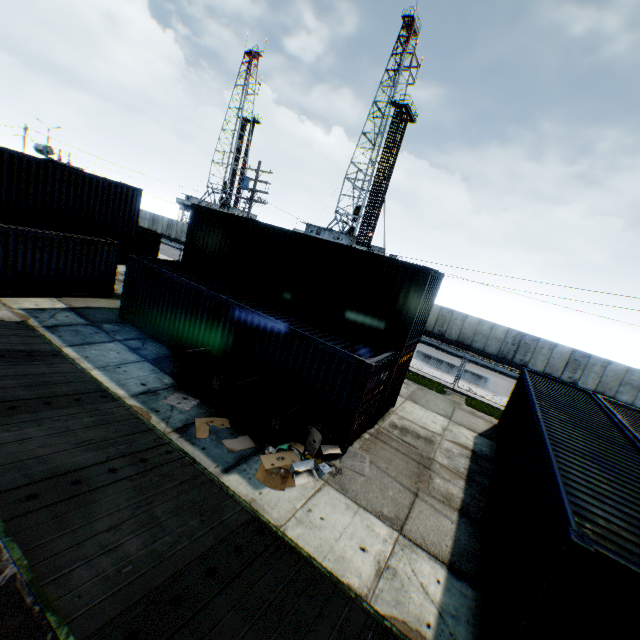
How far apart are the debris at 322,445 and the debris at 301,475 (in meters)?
0.31

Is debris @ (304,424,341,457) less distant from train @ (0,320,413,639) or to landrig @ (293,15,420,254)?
train @ (0,320,413,639)

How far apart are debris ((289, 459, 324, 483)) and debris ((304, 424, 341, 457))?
0.3 meters

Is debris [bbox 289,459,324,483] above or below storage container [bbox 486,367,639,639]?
below

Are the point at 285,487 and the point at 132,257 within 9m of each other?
no

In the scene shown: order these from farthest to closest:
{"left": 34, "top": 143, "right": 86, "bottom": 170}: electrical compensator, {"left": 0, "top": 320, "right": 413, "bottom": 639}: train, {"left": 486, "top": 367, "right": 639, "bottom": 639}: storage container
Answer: {"left": 34, "top": 143, "right": 86, "bottom": 170}: electrical compensator
{"left": 486, "top": 367, "right": 639, "bottom": 639}: storage container
{"left": 0, "top": 320, "right": 413, "bottom": 639}: train

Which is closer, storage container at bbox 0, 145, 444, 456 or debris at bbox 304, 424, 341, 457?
debris at bbox 304, 424, 341, 457

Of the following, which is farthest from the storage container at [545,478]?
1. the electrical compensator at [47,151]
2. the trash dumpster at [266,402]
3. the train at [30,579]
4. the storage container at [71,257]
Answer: the electrical compensator at [47,151]
